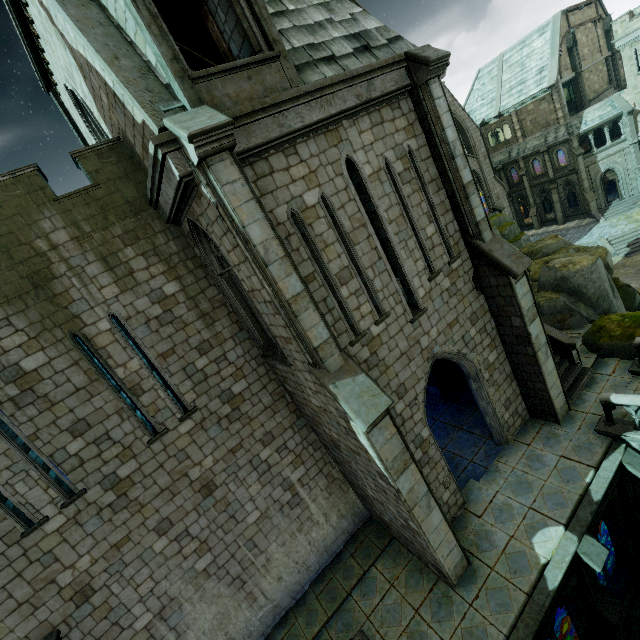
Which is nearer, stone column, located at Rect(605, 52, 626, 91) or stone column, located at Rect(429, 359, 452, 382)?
stone column, located at Rect(429, 359, 452, 382)

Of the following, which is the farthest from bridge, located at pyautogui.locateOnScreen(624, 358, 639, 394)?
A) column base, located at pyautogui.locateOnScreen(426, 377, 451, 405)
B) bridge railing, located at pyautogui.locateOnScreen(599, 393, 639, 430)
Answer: column base, located at pyautogui.locateOnScreen(426, 377, 451, 405)

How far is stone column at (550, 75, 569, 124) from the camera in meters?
33.1 m

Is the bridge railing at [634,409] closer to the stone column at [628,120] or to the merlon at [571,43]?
the stone column at [628,120]

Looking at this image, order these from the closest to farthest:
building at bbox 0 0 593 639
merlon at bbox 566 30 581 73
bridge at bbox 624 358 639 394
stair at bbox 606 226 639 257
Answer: building at bbox 0 0 593 639 < bridge at bbox 624 358 639 394 < stair at bbox 606 226 639 257 < merlon at bbox 566 30 581 73

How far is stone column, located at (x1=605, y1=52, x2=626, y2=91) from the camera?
37.81m

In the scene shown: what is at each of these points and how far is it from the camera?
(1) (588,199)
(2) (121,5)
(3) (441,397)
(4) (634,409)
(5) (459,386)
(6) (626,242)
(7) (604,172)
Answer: (1) stone column, 34.8m
(2) building, 5.9m
(3) column base, 15.1m
(4) bridge railing, 9.4m
(5) wall trim, 14.2m
(6) stair, 29.2m
(7) window, 34.3m

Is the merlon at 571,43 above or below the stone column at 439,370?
above
